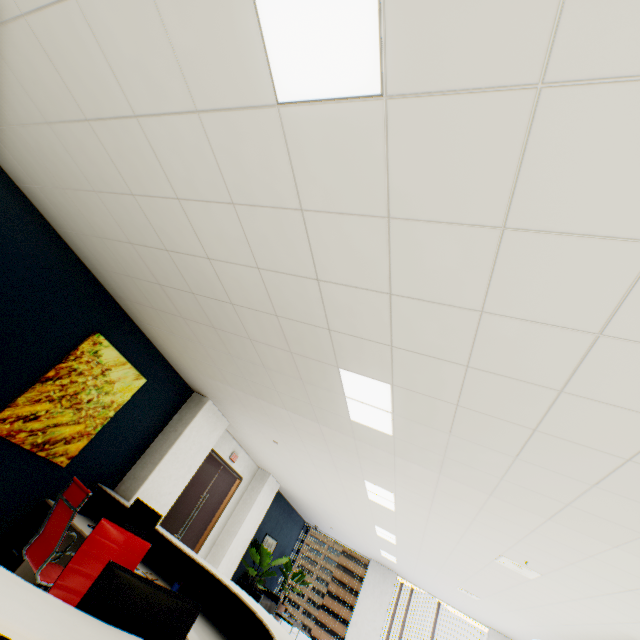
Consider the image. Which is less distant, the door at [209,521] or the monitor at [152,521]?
the monitor at [152,521]

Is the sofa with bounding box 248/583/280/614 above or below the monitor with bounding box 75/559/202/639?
below

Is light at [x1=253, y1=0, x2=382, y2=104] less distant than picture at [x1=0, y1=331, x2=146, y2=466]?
Yes

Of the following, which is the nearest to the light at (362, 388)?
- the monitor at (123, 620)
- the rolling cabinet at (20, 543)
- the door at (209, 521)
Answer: the monitor at (123, 620)

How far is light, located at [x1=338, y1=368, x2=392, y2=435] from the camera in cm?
278

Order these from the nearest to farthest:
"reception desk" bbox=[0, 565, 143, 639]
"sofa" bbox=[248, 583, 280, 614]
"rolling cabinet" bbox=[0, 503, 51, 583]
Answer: "reception desk" bbox=[0, 565, 143, 639]
"rolling cabinet" bbox=[0, 503, 51, 583]
"sofa" bbox=[248, 583, 280, 614]

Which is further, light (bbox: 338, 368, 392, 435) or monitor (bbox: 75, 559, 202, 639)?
light (bbox: 338, 368, 392, 435)

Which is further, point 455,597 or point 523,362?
point 455,597
